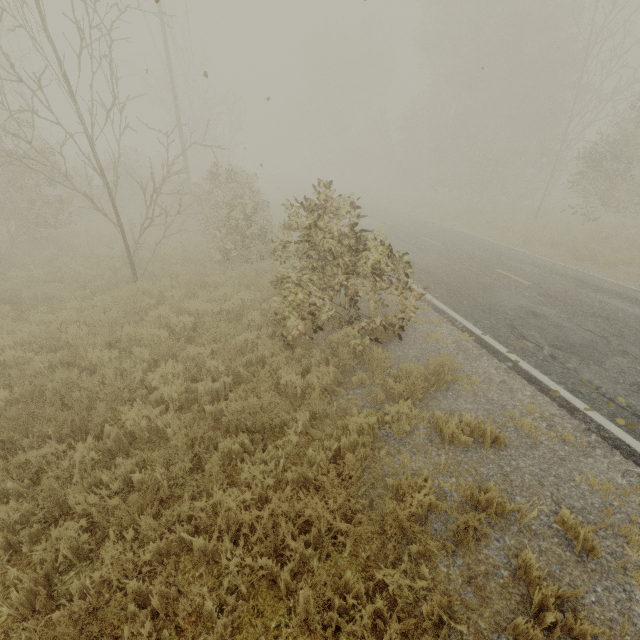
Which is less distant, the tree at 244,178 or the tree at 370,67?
the tree at 244,178

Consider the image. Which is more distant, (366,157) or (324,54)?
(366,157)

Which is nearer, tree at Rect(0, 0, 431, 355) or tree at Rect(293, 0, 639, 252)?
tree at Rect(0, 0, 431, 355)
